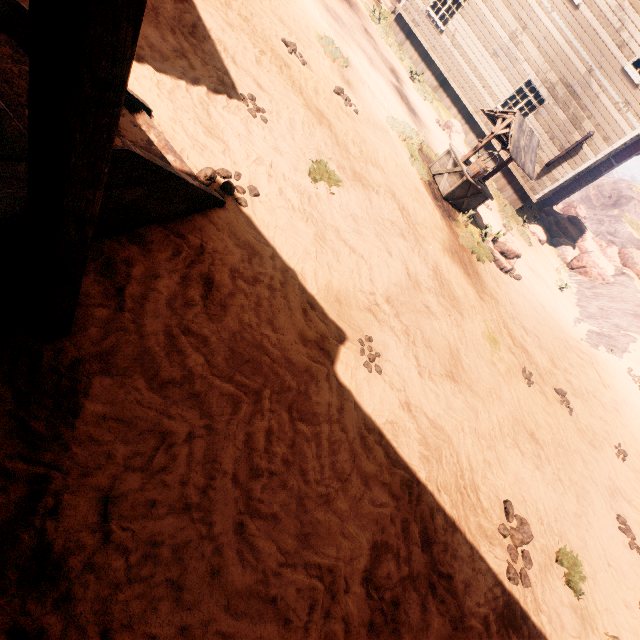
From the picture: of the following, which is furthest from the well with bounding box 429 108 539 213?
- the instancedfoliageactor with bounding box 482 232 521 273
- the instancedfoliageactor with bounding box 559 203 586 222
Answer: the instancedfoliageactor with bounding box 559 203 586 222

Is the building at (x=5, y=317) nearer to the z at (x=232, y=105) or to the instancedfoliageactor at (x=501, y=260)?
the z at (x=232, y=105)

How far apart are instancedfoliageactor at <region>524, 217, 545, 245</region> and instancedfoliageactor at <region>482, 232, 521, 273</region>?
8.03m

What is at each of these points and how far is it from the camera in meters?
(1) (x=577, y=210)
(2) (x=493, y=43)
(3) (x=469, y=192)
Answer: (1) instancedfoliageactor, 39.9
(2) building, 14.7
(3) well, 9.0

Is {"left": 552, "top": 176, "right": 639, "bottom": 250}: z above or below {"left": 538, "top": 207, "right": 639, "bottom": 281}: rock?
above

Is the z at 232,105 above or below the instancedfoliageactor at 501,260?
below

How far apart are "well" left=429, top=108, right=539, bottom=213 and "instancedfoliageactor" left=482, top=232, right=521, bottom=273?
0.82m

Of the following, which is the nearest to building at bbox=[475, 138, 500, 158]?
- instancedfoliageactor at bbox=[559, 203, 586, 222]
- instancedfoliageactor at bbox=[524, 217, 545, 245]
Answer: instancedfoliageactor at bbox=[524, 217, 545, 245]
